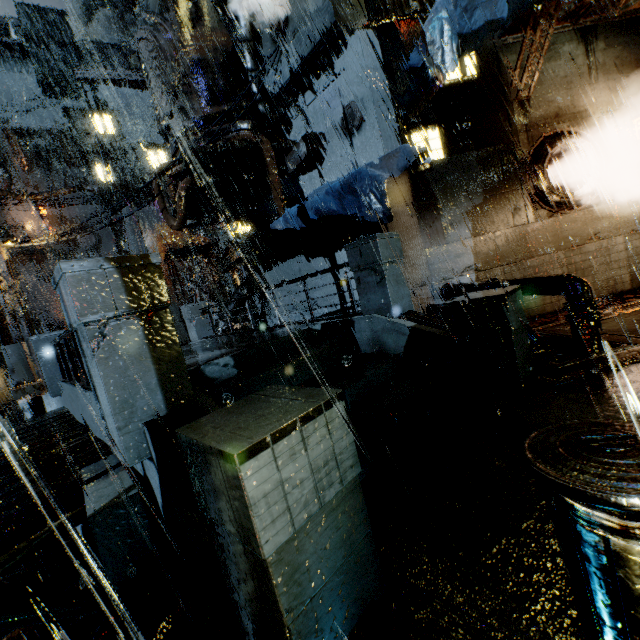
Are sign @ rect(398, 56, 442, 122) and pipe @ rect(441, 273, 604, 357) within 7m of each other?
yes

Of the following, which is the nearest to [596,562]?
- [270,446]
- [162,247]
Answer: [270,446]

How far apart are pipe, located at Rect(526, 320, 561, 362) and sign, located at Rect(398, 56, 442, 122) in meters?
4.9

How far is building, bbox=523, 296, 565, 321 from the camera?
10.4 meters

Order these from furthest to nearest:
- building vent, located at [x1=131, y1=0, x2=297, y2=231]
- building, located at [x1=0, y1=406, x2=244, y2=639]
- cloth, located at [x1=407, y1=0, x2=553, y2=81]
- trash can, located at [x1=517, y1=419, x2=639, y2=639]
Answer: building vent, located at [x1=131, y1=0, x2=297, y2=231], cloth, located at [x1=407, y1=0, x2=553, y2=81], building, located at [x1=0, y1=406, x2=244, y2=639], trash can, located at [x1=517, y1=419, x2=639, y2=639]

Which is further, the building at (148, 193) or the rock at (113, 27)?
the rock at (113, 27)

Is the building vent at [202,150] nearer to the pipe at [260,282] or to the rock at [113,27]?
the pipe at [260,282]

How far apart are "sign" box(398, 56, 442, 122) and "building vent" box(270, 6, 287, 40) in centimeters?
555cm
